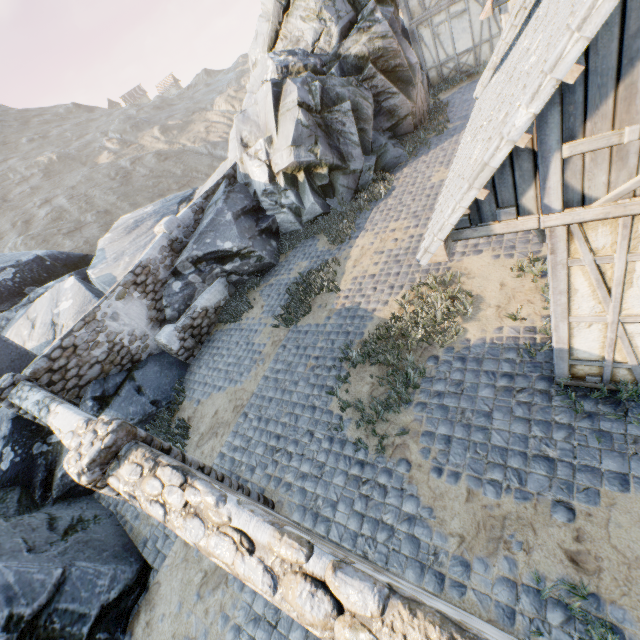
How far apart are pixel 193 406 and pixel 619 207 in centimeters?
913cm

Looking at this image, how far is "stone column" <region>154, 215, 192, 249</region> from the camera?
10.81m

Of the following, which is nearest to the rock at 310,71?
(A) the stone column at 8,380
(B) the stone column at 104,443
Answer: (A) the stone column at 8,380

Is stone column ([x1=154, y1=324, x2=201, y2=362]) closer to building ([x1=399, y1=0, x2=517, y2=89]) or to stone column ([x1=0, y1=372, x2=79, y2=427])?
stone column ([x1=0, y1=372, x2=79, y2=427])

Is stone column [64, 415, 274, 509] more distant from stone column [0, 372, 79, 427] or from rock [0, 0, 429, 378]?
stone column [0, 372, 79, 427]

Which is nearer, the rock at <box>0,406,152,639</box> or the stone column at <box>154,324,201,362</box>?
the rock at <box>0,406,152,639</box>

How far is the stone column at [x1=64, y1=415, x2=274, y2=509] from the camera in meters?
3.5

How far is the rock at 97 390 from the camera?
8.5m
